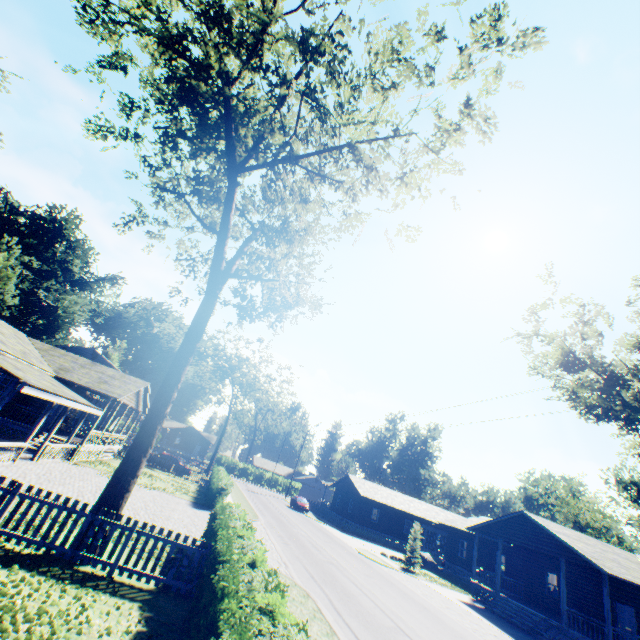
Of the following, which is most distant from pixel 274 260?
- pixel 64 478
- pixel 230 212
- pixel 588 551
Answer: pixel 588 551

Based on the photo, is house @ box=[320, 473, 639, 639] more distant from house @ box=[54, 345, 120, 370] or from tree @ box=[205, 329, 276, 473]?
house @ box=[54, 345, 120, 370]

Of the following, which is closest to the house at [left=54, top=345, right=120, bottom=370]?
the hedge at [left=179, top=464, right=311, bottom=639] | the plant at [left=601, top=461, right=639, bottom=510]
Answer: the hedge at [left=179, top=464, right=311, bottom=639]

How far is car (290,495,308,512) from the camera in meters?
43.2 m

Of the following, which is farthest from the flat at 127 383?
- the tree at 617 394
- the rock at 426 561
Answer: the rock at 426 561

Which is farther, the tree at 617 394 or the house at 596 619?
the house at 596 619

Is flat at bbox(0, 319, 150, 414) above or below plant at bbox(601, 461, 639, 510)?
below

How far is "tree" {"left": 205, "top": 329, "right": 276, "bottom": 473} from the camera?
51.0m
